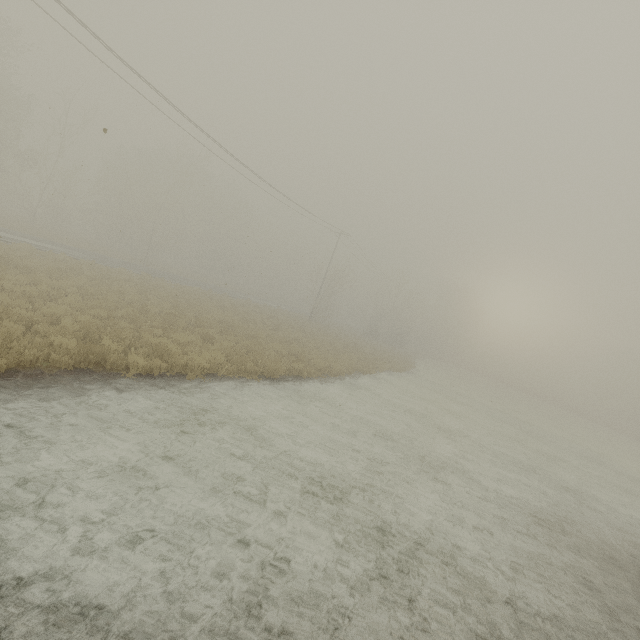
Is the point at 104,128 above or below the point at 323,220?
below

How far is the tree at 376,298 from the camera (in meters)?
54.36

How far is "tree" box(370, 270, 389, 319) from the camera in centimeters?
5436cm
